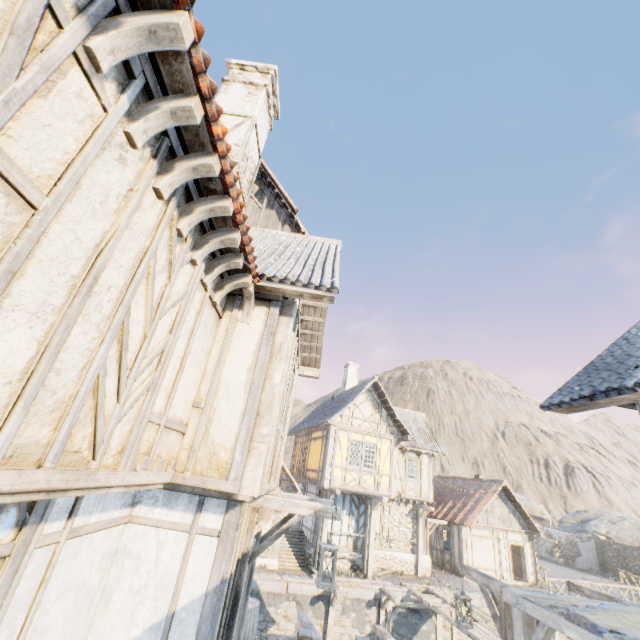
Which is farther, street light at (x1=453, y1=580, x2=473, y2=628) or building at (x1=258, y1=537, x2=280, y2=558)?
building at (x1=258, y1=537, x2=280, y2=558)

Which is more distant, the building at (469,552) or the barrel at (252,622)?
the building at (469,552)

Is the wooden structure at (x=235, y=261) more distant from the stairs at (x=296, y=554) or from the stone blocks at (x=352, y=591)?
the stairs at (x=296, y=554)

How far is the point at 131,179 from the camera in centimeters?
254cm

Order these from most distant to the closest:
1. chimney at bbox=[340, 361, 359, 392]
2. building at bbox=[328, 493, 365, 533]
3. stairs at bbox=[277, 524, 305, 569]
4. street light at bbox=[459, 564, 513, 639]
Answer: chimney at bbox=[340, 361, 359, 392], building at bbox=[328, 493, 365, 533], stairs at bbox=[277, 524, 305, 569], street light at bbox=[459, 564, 513, 639]

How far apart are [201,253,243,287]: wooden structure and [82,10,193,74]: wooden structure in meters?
2.4 m

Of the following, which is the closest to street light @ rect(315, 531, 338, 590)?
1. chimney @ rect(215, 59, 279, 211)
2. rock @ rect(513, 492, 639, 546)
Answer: chimney @ rect(215, 59, 279, 211)

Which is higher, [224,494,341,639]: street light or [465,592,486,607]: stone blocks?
[224,494,341,639]: street light
